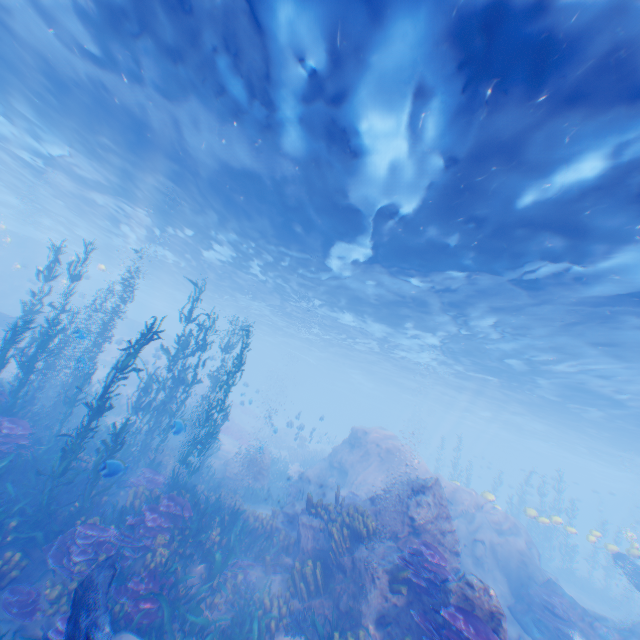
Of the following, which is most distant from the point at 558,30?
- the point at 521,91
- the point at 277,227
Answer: the point at 277,227

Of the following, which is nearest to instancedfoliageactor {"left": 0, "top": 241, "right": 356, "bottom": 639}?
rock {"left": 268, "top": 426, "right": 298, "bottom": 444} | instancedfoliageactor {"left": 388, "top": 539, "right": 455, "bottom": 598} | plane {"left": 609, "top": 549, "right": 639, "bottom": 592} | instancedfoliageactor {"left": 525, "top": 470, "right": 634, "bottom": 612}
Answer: plane {"left": 609, "top": 549, "right": 639, "bottom": 592}

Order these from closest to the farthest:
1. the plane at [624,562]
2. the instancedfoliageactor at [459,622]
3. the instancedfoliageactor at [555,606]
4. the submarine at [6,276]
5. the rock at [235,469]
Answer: the instancedfoliageactor at [459,622]
the instancedfoliageactor at [555,606]
the plane at [624,562]
the rock at [235,469]
the submarine at [6,276]

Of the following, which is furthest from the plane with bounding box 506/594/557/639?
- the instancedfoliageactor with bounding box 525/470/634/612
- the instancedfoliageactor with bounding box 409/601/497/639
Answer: the instancedfoliageactor with bounding box 409/601/497/639

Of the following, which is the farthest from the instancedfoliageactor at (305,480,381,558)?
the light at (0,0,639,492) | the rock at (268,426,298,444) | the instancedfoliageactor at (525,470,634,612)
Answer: the rock at (268,426,298,444)

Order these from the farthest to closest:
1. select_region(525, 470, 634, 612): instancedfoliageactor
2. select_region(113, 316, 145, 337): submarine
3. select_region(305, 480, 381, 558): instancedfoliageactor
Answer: select_region(113, 316, 145, 337): submarine → select_region(525, 470, 634, 612): instancedfoliageactor → select_region(305, 480, 381, 558): instancedfoliageactor

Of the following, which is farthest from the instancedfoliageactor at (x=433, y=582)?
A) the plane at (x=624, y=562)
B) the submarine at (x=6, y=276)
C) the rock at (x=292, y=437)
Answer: the rock at (x=292, y=437)

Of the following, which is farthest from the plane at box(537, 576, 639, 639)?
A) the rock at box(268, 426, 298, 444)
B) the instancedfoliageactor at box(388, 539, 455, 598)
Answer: the rock at box(268, 426, 298, 444)
